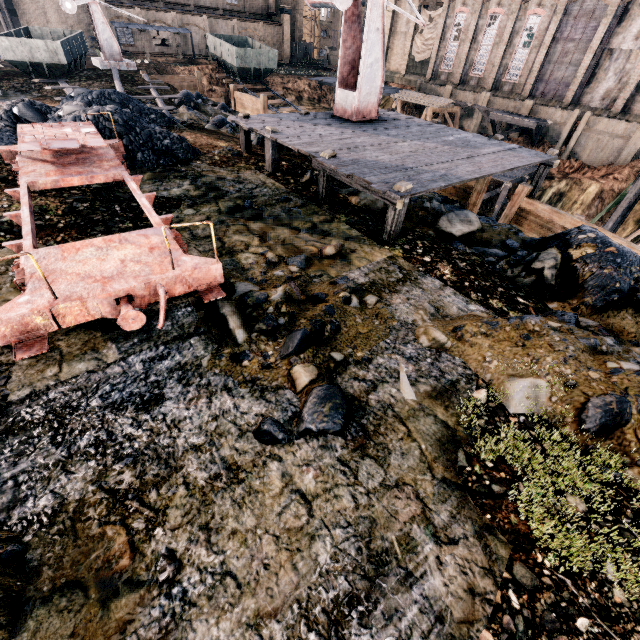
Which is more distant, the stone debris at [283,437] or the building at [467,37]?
the building at [467,37]

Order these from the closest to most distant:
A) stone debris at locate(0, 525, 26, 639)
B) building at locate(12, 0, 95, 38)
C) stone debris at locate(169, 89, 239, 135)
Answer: stone debris at locate(0, 525, 26, 639) → stone debris at locate(169, 89, 239, 135) → building at locate(12, 0, 95, 38)

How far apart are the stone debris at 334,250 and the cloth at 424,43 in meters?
49.8 m

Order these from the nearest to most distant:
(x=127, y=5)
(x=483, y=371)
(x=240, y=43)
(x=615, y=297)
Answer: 1. (x=483, y=371)
2. (x=615, y=297)
3. (x=240, y=43)
4. (x=127, y=5)

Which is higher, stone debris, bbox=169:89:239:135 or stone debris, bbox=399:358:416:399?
stone debris, bbox=399:358:416:399

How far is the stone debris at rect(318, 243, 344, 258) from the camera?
7.59m

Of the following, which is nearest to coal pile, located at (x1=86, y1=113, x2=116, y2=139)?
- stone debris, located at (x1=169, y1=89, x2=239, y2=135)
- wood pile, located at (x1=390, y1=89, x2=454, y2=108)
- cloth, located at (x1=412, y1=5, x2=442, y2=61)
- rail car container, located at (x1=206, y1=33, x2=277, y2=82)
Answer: stone debris, located at (x1=169, y1=89, x2=239, y2=135)

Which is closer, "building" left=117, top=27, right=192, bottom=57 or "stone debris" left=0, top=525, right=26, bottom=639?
"stone debris" left=0, top=525, right=26, bottom=639
